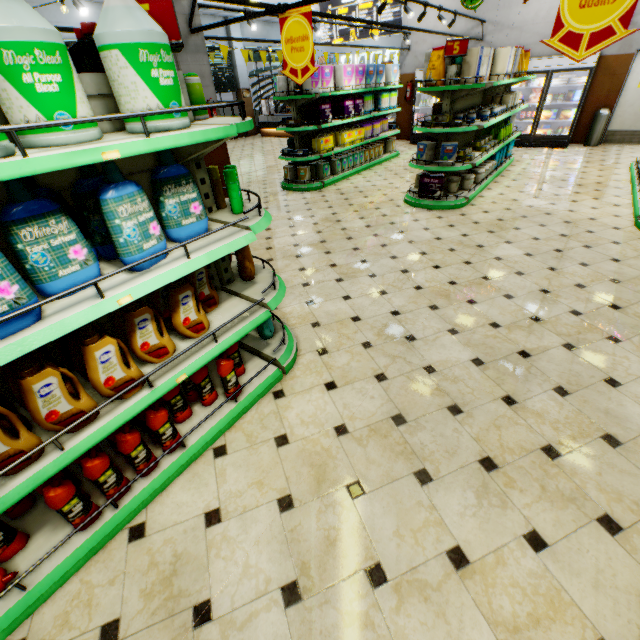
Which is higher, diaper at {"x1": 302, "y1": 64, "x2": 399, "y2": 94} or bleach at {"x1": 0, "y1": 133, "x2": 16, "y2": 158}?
diaper at {"x1": 302, "y1": 64, "x2": 399, "y2": 94}

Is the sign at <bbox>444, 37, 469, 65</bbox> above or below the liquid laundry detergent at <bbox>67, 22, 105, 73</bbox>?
above

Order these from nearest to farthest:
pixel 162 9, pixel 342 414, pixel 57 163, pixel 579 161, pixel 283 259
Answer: pixel 57 163, pixel 162 9, pixel 342 414, pixel 283 259, pixel 579 161

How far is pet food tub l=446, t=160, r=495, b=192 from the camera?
6.3m

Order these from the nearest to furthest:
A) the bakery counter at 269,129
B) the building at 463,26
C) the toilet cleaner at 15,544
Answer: the toilet cleaner at 15,544 → the building at 463,26 → the bakery counter at 269,129

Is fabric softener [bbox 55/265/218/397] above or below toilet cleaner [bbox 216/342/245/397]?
above

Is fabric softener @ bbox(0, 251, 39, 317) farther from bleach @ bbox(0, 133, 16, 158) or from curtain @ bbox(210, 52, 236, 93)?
curtain @ bbox(210, 52, 236, 93)

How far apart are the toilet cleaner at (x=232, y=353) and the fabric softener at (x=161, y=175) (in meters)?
0.83
